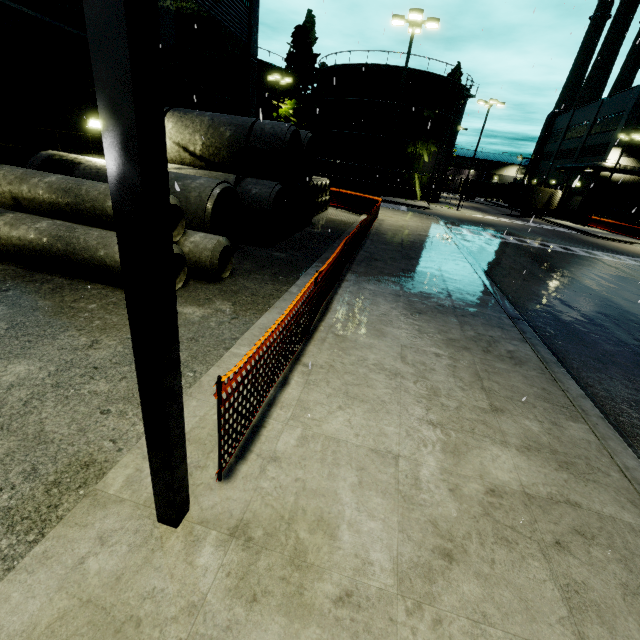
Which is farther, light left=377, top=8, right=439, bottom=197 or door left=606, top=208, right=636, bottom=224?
door left=606, top=208, right=636, bottom=224

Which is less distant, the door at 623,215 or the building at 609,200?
the building at 609,200

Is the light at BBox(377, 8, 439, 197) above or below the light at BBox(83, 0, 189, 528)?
above

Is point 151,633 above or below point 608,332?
above

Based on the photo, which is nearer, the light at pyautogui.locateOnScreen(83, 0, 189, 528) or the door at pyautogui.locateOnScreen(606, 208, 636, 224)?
the light at pyautogui.locateOnScreen(83, 0, 189, 528)

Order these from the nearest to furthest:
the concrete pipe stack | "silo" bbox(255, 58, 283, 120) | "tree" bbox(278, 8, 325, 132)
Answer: the concrete pipe stack → "tree" bbox(278, 8, 325, 132) → "silo" bbox(255, 58, 283, 120)

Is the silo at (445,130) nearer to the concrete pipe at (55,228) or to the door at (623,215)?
the door at (623,215)

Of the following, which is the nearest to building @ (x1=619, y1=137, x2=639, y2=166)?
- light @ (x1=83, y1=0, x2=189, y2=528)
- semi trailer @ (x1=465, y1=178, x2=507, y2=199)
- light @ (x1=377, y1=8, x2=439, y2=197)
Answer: semi trailer @ (x1=465, y1=178, x2=507, y2=199)
